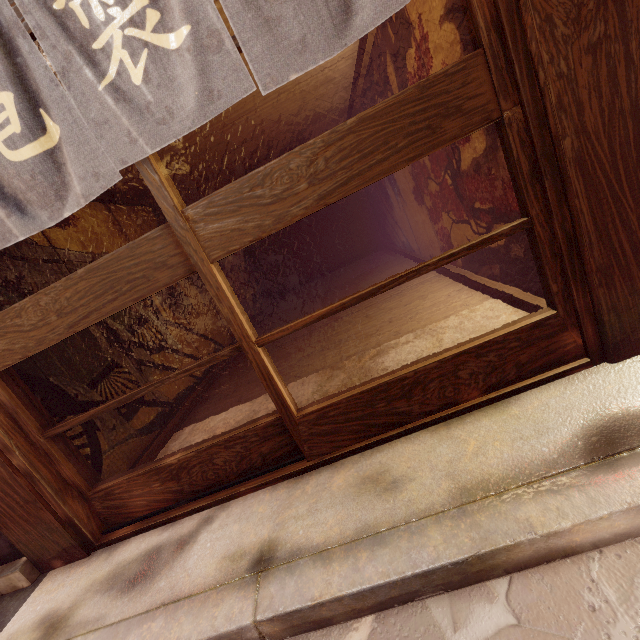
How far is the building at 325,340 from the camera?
4.68m

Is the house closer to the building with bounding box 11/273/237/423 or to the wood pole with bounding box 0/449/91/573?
the wood pole with bounding box 0/449/91/573

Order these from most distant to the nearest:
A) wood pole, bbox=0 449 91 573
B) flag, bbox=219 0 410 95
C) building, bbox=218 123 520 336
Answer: building, bbox=218 123 520 336, wood pole, bbox=0 449 91 573, flag, bbox=219 0 410 95

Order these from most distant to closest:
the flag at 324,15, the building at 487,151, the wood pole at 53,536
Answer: the building at 487,151, the wood pole at 53,536, the flag at 324,15

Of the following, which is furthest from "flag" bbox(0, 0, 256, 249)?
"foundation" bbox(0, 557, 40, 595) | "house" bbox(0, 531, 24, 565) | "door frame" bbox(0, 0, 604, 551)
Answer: "foundation" bbox(0, 557, 40, 595)

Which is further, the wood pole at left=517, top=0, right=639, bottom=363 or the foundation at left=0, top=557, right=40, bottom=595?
the foundation at left=0, top=557, right=40, bottom=595

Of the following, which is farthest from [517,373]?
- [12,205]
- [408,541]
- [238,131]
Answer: [238,131]

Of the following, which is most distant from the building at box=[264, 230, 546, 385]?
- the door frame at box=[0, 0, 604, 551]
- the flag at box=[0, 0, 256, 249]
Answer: the flag at box=[0, 0, 256, 249]
